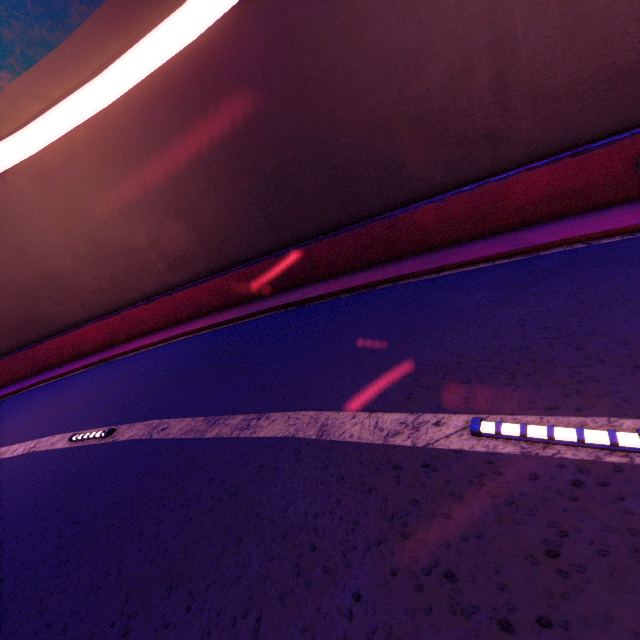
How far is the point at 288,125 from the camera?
9.3m
